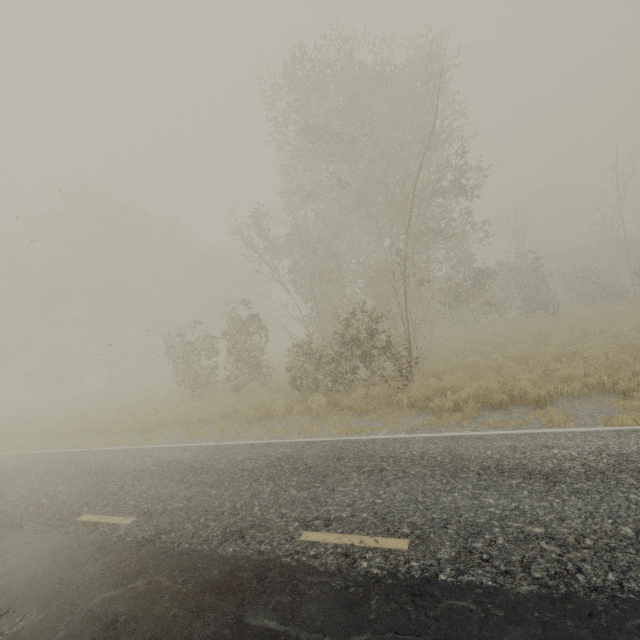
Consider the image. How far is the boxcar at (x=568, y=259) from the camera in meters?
36.7

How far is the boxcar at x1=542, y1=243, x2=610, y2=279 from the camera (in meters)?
36.72

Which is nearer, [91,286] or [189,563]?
[189,563]
